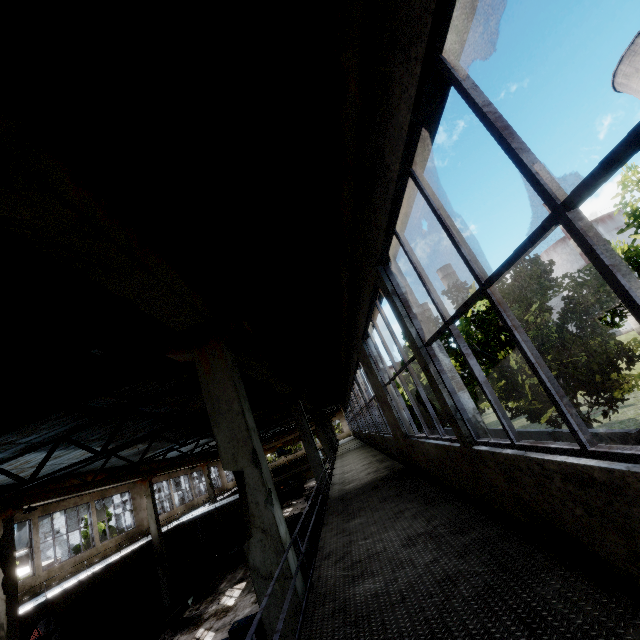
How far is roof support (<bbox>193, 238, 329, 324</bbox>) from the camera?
6.4m

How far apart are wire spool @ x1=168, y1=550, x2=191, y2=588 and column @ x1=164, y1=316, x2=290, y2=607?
25.53m

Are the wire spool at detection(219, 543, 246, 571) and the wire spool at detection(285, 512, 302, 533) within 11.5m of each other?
yes

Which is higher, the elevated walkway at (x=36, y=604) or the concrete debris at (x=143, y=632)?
the elevated walkway at (x=36, y=604)

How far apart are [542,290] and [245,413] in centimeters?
1570cm

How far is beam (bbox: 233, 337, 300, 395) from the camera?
6.5m

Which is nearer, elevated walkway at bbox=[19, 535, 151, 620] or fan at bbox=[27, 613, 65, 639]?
elevated walkway at bbox=[19, 535, 151, 620]

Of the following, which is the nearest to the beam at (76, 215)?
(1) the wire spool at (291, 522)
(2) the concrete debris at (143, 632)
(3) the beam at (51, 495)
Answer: (1) the wire spool at (291, 522)
